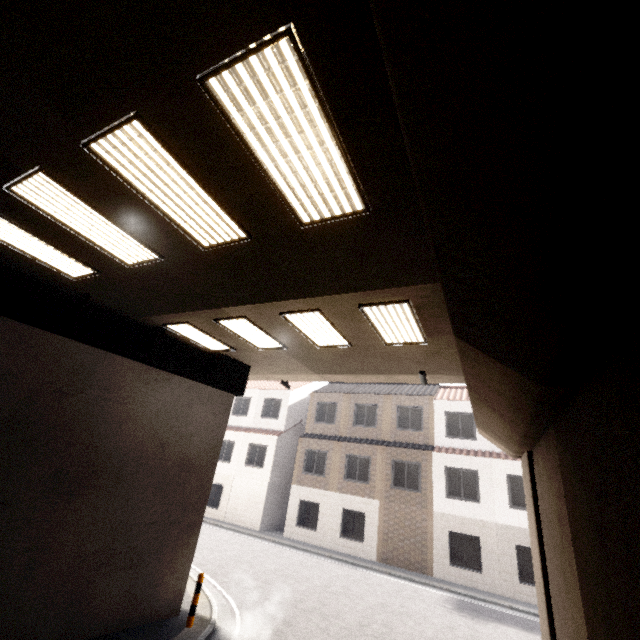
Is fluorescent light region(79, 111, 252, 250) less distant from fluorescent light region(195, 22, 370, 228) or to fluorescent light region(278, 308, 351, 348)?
fluorescent light region(195, 22, 370, 228)

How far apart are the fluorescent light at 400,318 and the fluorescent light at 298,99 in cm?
230

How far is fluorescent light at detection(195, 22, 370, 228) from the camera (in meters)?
2.69

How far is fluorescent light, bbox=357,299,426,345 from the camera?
6.1 meters

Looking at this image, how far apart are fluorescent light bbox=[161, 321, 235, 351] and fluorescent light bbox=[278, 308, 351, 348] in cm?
289

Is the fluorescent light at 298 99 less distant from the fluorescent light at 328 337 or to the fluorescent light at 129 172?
the fluorescent light at 129 172

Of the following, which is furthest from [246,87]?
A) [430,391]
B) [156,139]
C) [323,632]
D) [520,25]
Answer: [430,391]

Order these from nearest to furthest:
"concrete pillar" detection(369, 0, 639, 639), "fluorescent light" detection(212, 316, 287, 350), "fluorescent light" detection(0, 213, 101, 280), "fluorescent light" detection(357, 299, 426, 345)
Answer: "concrete pillar" detection(369, 0, 639, 639)
"fluorescent light" detection(0, 213, 101, 280)
"fluorescent light" detection(357, 299, 426, 345)
"fluorescent light" detection(212, 316, 287, 350)
